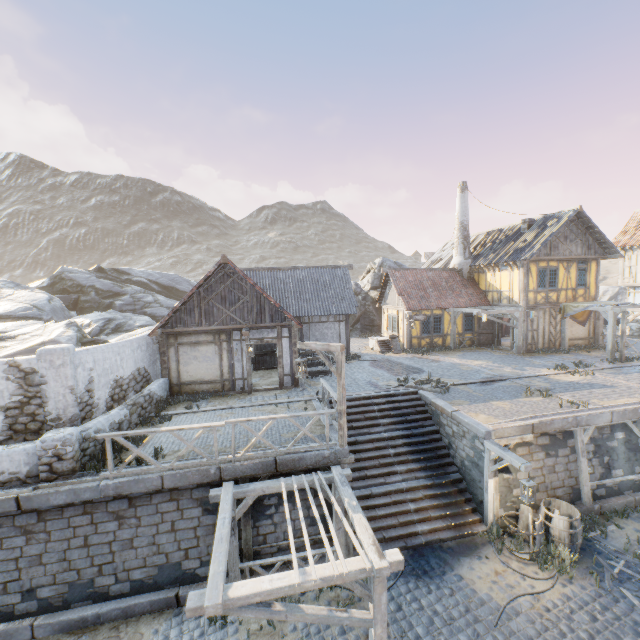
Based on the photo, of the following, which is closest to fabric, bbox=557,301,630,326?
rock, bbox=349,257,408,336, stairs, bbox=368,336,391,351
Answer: stairs, bbox=368,336,391,351

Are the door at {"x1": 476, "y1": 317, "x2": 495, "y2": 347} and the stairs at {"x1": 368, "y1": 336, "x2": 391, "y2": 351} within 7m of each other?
yes

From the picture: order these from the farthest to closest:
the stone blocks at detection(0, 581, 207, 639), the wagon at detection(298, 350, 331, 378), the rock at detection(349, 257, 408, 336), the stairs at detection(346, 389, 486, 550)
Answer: the rock at detection(349, 257, 408, 336) → the wagon at detection(298, 350, 331, 378) → the stairs at detection(346, 389, 486, 550) → the stone blocks at detection(0, 581, 207, 639)

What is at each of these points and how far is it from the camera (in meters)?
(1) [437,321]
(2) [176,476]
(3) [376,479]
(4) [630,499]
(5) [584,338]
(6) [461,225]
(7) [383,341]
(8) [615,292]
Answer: (1) building, 22.39
(2) stone blocks, 8.18
(3) stairs, 10.98
(4) stone blocks, 10.88
(5) building, 21.28
(6) chimney, 24.14
(7) stairs, 23.02
(8) rock, 53.41

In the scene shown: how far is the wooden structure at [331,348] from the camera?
8.9m

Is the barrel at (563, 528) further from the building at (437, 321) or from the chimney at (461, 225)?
the chimney at (461, 225)

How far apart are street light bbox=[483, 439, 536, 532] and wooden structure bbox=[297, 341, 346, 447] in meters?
4.4

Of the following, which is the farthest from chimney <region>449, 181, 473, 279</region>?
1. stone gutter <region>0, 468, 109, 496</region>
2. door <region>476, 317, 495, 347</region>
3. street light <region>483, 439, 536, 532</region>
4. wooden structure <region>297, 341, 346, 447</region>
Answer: stone gutter <region>0, 468, 109, 496</region>
